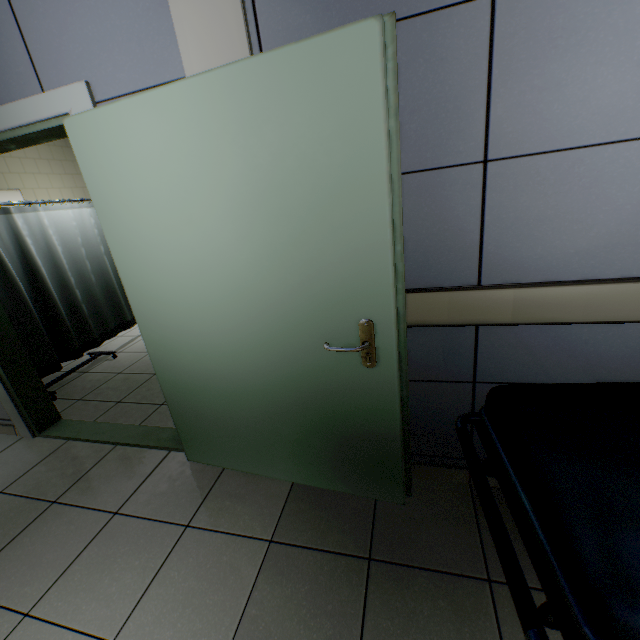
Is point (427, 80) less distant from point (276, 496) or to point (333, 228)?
point (333, 228)

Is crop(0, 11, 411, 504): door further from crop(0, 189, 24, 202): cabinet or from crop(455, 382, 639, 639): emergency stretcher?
crop(0, 189, 24, 202): cabinet

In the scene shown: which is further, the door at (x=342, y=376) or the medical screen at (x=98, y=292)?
the medical screen at (x=98, y=292)

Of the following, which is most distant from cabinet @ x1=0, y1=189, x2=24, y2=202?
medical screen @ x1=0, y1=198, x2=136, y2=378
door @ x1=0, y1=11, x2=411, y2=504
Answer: door @ x1=0, y1=11, x2=411, y2=504

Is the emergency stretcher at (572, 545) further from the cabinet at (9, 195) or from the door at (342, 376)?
the cabinet at (9, 195)

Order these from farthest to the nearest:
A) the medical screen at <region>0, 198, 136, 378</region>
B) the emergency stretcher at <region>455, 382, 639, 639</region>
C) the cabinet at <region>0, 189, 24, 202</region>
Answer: the cabinet at <region>0, 189, 24, 202</region> < the medical screen at <region>0, 198, 136, 378</region> < the emergency stretcher at <region>455, 382, 639, 639</region>

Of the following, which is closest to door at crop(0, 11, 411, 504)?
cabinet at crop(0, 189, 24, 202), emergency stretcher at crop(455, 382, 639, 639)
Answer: emergency stretcher at crop(455, 382, 639, 639)

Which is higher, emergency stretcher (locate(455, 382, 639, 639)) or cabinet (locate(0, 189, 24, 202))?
cabinet (locate(0, 189, 24, 202))
